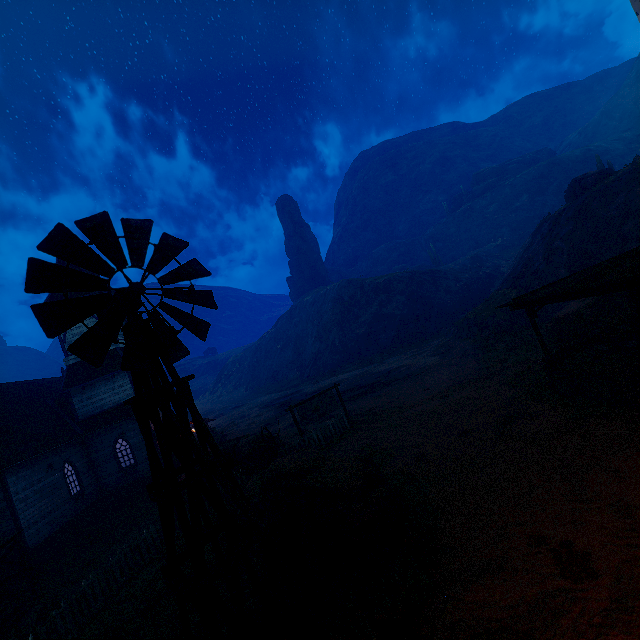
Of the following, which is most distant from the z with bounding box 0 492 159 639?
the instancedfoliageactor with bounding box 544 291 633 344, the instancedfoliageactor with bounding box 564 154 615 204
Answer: the instancedfoliageactor with bounding box 564 154 615 204

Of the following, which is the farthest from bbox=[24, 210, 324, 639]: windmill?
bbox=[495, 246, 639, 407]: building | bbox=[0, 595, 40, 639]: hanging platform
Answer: bbox=[0, 595, 40, 639]: hanging platform

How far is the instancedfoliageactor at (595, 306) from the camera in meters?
15.6

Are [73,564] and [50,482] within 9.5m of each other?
yes

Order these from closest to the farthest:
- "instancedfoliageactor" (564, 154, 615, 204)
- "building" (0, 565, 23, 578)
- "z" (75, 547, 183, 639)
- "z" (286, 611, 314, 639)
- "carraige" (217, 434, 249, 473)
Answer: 1. "z" (286, 611, 314, 639)
2. "z" (75, 547, 183, 639)
3. "building" (0, 565, 23, 578)
4. "carraige" (217, 434, 249, 473)
5. "instancedfoliageactor" (564, 154, 615, 204)

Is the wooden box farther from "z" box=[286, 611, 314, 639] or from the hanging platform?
the hanging platform

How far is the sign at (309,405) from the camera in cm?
1672
